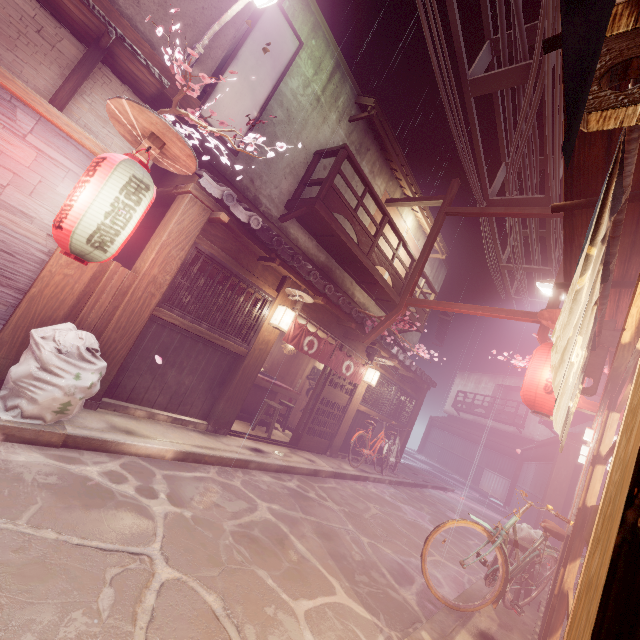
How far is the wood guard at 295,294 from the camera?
10.85m

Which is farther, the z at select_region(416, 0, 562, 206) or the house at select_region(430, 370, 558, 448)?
the house at select_region(430, 370, 558, 448)

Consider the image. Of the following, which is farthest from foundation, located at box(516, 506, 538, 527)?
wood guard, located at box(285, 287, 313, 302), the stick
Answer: the stick

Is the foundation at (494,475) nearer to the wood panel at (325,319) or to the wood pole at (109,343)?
the wood pole at (109,343)

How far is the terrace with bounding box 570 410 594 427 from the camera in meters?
20.4

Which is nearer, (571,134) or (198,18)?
(571,134)

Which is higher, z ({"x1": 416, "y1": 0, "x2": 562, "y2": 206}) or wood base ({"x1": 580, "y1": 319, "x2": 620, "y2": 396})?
z ({"x1": 416, "y1": 0, "x2": 562, "y2": 206})

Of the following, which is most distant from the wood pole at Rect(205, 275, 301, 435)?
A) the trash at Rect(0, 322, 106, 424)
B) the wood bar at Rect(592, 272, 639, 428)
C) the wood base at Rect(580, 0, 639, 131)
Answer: the wood base at Rect(580, 0, 639, 131)
